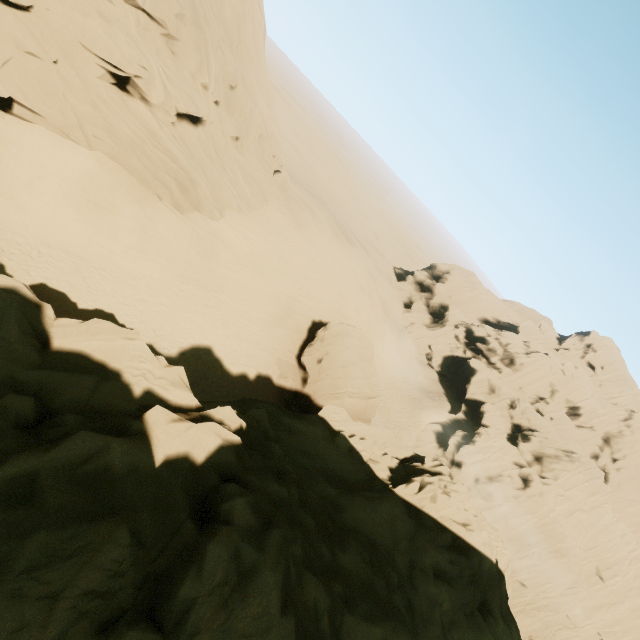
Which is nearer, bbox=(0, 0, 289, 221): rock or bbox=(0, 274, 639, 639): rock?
bbox=(0, 274, 639, 639): rock

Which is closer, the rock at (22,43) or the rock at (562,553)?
the rock at (562,553)

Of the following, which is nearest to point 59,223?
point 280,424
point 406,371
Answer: point 280,424
